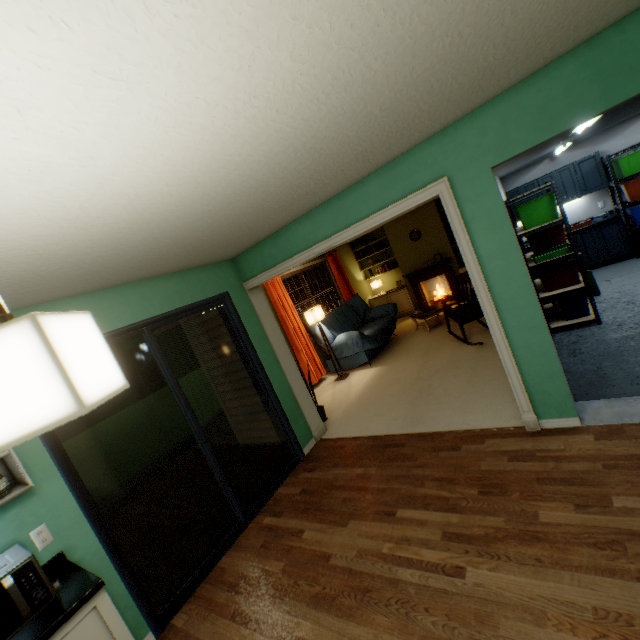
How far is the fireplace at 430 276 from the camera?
7.9m

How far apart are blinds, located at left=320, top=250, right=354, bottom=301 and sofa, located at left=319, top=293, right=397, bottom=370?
0.1 meters

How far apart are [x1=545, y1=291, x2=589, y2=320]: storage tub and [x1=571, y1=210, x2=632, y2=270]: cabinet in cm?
237

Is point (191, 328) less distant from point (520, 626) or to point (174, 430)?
point (520, 626)

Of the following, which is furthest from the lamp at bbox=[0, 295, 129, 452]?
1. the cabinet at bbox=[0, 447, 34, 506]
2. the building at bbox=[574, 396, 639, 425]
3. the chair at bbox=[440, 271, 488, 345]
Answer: the chair at bbox=[440, 271, 488, 345]

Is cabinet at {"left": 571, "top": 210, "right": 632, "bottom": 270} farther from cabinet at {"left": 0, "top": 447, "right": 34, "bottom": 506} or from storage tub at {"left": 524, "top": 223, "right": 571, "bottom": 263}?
→ cabinet at {"left": 0, "top": 447, "right": 34, "bottom": 506}

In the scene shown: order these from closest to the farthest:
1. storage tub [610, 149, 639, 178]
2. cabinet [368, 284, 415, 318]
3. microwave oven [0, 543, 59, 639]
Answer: microwave oven [0, 543, 59, 639], storage tub [610, 149, 639, 178], cabinet [368, 284, 415, 318]

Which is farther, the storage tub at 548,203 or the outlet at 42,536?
the storage tub at 548,203
